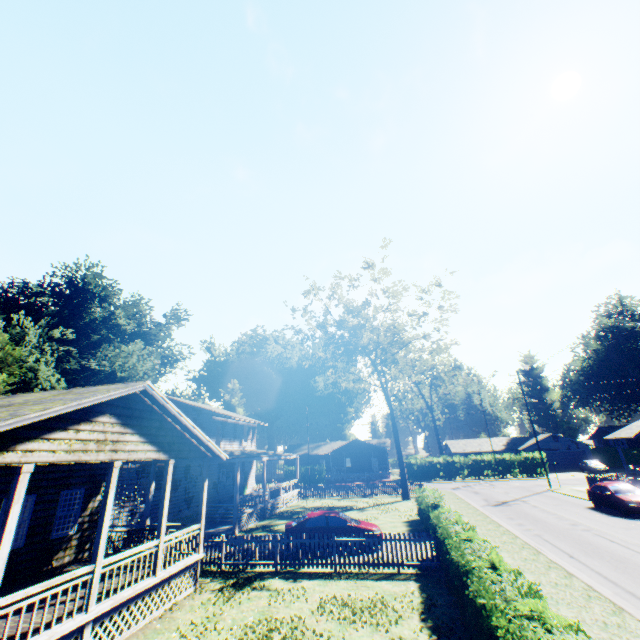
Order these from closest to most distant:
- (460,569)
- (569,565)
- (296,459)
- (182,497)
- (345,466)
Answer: (460,569)
(569,565)
(182,497)
(296,459)
(345,466)

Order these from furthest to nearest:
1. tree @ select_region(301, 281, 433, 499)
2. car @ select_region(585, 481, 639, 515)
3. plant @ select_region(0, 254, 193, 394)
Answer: plant @ select_region(0, 254, 193, 394)
tree @ select_region(301, 281, 433, 499)
car @ select_region(585, 481, 639, 515)

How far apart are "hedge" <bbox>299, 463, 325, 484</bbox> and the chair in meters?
43.9

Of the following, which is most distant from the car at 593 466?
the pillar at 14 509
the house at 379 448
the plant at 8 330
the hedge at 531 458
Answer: the pillar at 14 509

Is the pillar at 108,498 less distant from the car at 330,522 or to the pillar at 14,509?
the pillar at 14,509

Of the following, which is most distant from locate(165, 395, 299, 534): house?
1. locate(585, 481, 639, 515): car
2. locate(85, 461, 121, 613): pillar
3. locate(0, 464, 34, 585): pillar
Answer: locate(585, 481, 639, 515): car

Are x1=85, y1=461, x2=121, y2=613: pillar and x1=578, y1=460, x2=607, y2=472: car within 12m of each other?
no

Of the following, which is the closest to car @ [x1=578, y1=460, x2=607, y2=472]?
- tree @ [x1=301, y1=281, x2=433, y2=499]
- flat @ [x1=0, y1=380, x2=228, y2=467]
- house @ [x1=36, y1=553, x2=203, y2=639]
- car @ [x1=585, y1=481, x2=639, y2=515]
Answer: car @ [x1=585, y1=481, x2=639, y2=515]
